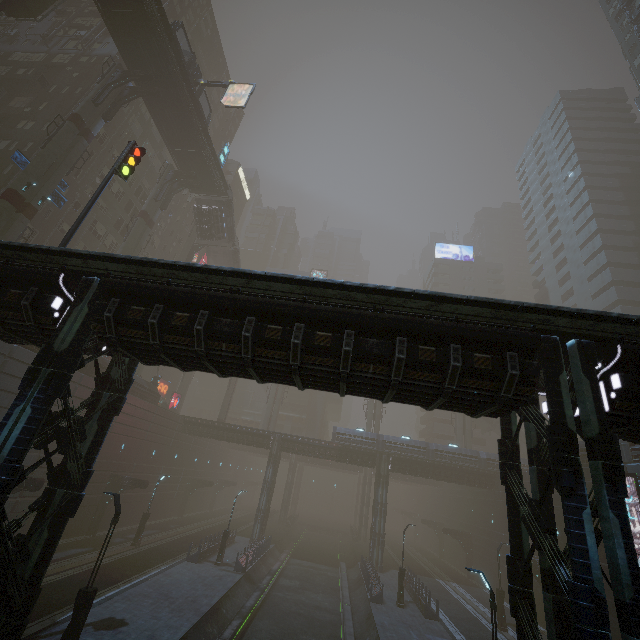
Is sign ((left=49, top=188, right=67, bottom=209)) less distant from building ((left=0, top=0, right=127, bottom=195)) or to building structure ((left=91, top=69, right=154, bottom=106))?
building ((left=0, top=0, right=127, bottom=195))

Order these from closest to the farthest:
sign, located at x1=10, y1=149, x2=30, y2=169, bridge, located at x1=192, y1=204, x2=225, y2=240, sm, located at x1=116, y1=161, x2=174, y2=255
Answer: sign, located at x1=10, y1=149, x2=30, y2=169 → sm, located at x1=116, y1=161, x2=174, y2=255 → bridge, located at x1=192, y1=204, x2=225, y2=240

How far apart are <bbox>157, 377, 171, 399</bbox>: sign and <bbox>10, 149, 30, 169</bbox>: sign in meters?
34.2 m

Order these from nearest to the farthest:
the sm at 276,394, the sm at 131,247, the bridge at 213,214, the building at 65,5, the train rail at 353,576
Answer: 1. the train rail at 353,576
2. the building at 65,5
3. the sm at 131,247
4. the bridge at 213,214
5. the sm at 276,394

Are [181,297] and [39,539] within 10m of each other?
yes

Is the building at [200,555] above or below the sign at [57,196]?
below

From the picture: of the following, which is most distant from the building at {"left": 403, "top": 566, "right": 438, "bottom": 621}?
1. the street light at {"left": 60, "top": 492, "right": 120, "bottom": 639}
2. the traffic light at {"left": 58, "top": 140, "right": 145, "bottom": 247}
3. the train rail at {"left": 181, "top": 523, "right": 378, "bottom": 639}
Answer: the street light at {"left": 60, "top": 492, "right": 120, "bottom": 639}

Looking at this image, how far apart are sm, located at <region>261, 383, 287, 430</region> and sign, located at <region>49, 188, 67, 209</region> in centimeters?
3645cm
